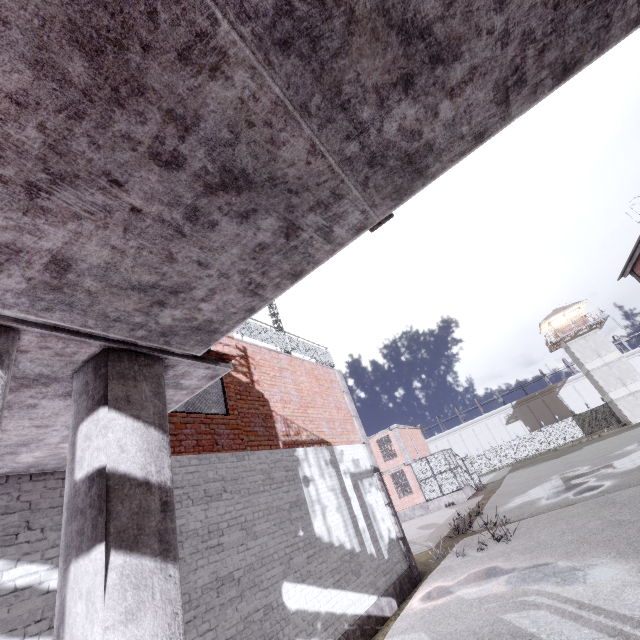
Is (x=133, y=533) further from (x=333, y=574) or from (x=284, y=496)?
(x=333, y=574)

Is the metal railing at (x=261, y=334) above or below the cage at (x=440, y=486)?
above

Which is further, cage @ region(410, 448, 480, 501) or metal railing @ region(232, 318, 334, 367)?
cage @ region(410, 448, 480, 501)

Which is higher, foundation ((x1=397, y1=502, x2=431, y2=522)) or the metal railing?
the metal railing

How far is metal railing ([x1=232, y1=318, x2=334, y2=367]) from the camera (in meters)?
9.59

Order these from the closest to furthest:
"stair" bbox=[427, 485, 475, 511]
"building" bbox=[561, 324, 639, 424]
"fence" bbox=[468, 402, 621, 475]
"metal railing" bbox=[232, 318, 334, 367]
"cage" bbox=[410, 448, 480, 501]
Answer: "metal railing" bbox=[232, 318, 334, 367] → "stair" bbox=[427, 485, 475, 511] → "cage" bbox=[410, 448, 480, 501] → "building" bbox=[561, 324, 639, 424] → "fence" bbox=[468, 402, 621, 475]

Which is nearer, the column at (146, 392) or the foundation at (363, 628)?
the column at (146, 392)

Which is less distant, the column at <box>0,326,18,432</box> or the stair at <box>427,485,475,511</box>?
the column at <box>0,326,18,432</box>
